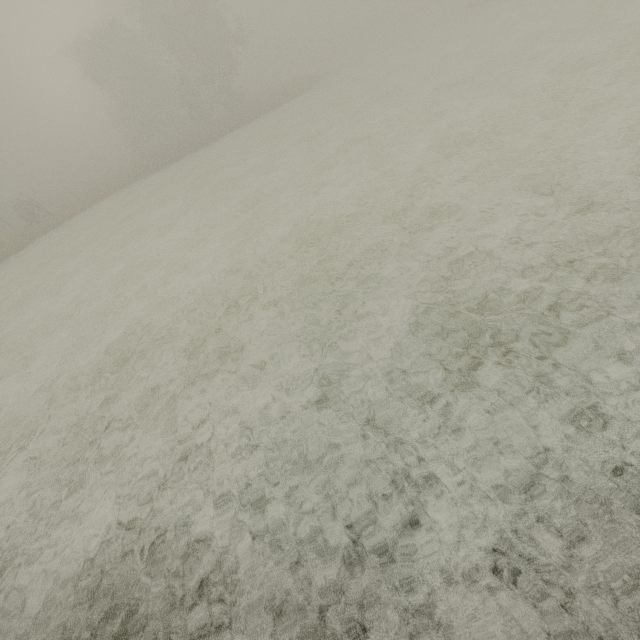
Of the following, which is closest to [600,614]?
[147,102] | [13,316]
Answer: [13,316]
